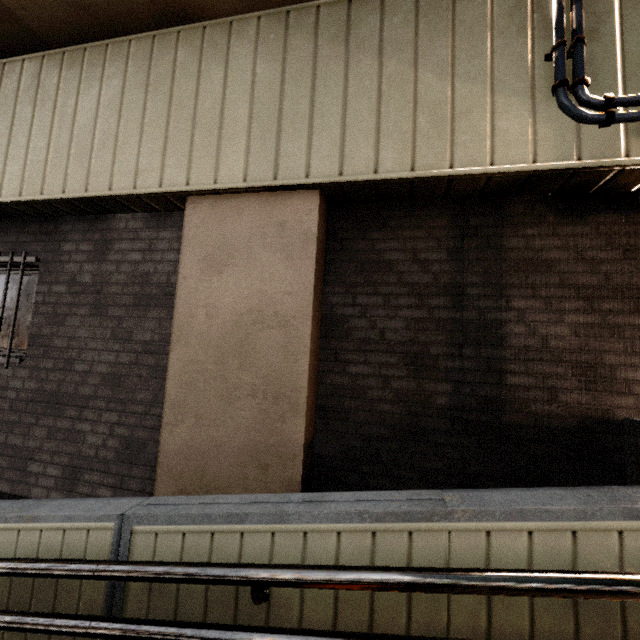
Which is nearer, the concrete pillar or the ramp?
the ramp

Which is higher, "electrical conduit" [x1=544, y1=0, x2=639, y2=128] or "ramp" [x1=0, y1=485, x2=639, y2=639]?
"electrical conduit" [x1=544, y1=0, x2=639, y2=128]

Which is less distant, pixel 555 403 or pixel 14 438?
pixel 555 403

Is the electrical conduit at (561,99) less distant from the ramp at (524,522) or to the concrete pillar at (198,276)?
the concrete pillar at (198,276)

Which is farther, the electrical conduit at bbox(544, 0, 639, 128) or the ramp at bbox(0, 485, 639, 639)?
the electrical conduit at bbox(544, 0, 639, 128)

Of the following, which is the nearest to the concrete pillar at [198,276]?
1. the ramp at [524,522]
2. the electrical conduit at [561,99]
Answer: the electrical conduit at [561,99]

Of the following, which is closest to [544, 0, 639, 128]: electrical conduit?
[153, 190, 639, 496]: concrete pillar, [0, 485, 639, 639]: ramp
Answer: [153, 190, 639, 496]: concrete pillar
